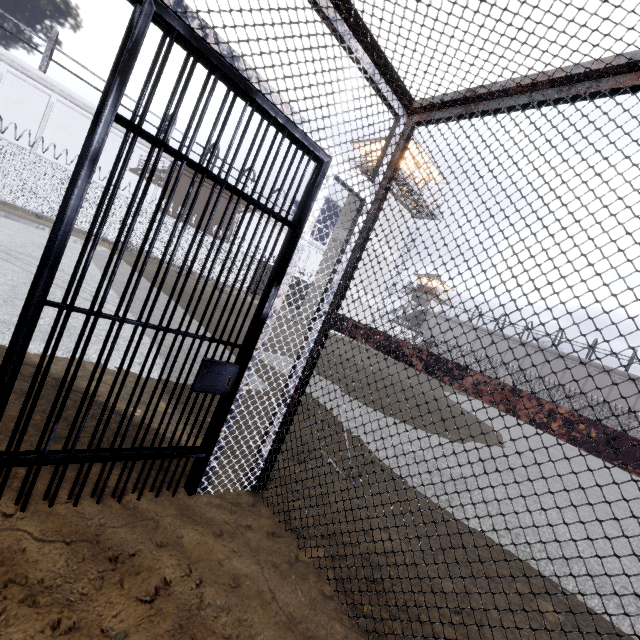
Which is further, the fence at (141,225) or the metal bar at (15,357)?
the fence at (141,225)

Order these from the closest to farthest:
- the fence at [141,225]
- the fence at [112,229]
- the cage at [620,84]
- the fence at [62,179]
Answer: the cage at [620,84]
the fence at [62,179]
the fence at [112,229]
the fence at [141,225]

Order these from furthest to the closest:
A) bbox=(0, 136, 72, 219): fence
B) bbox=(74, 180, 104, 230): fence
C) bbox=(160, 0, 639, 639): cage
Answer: bbox=(74, 180, 104, 230): fence, bbox=(0, 136, 72, 219): fence, bbox=(160, 0, 639, 639): cage

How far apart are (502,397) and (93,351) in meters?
3.8

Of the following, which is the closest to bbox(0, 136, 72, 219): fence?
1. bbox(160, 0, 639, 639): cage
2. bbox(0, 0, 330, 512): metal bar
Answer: bbox(160, 0, 639, 639): cage

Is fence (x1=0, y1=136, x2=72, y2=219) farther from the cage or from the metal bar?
the metal bar
